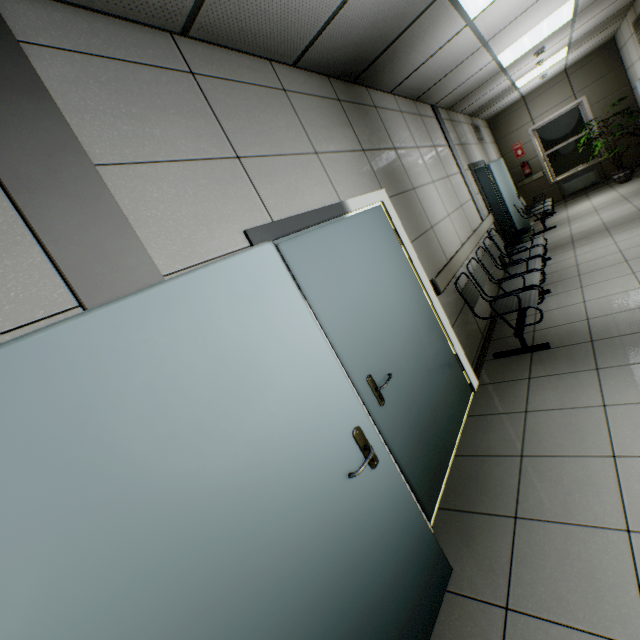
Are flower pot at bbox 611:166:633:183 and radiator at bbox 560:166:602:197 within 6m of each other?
yes

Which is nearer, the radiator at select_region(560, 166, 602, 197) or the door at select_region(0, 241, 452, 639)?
the door at select_region(0, 241, 452, 639)

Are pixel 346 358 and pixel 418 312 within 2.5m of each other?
yes

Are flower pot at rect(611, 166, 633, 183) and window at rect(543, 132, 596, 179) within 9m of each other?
yes

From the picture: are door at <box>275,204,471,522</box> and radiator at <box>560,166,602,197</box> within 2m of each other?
no

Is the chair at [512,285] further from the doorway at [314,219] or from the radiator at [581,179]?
the radiator at [581,179]

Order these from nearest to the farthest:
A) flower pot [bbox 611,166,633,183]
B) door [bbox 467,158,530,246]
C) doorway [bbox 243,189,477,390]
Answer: doorway [bbox 243,189,477,390], door [bbox 467,158,530,246], flower pot [bbox 611,166,633,183]

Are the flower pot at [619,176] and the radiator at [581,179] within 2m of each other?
yes
